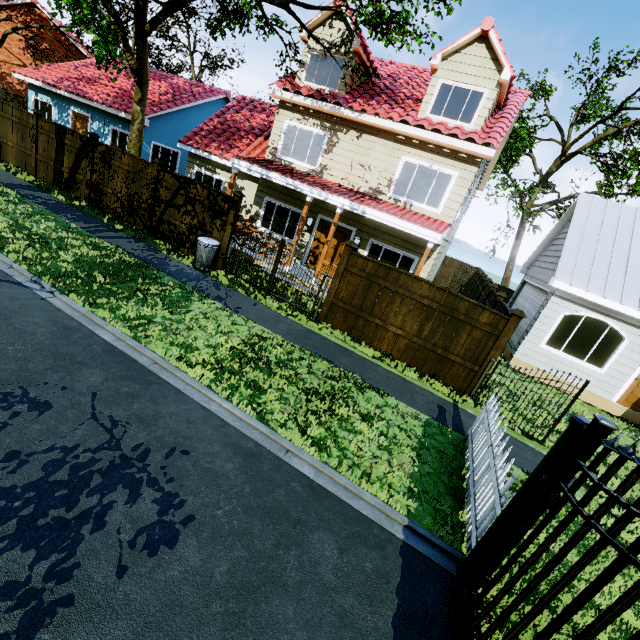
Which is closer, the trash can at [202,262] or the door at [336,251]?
the trash can at [202,262]

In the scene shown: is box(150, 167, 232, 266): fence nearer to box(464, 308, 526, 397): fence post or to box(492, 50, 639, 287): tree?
box(464, 308, 526, 397): fence post

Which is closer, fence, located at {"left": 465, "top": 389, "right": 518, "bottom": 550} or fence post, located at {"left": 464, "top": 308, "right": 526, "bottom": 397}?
A: fence, located at {"left": 465, "top": 389, "right": 518, "bottom": 550}

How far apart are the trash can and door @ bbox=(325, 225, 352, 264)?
4.2m

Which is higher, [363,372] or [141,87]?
[141,87]

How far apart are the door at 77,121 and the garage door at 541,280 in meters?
24.1

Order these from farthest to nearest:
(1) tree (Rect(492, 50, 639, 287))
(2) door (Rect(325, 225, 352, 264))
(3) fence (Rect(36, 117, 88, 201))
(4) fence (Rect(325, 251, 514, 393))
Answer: (1) tree (Rect(492, 50, 639, 287))
(2) door (Rect(325, 225, 352, 264))
(3) fence (Rect(36, 117, 88, 201))
(4) fence (Rect(325, 251, 514, 393))

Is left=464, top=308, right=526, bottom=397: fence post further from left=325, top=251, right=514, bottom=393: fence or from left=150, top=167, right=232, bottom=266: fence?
left=150, top=167, right=232, bottom=266: fence
